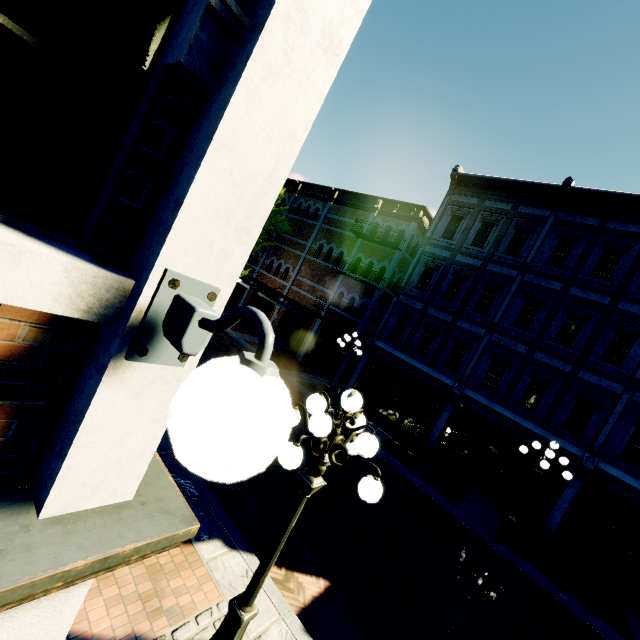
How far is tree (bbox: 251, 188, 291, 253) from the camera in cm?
2102

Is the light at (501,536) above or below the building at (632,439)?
below

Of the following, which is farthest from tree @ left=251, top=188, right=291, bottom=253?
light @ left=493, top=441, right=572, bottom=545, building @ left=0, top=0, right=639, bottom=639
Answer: light @ left=493, top=441, right=572, bottom=545

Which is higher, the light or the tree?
the tree

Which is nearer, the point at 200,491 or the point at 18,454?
the point at 18,454

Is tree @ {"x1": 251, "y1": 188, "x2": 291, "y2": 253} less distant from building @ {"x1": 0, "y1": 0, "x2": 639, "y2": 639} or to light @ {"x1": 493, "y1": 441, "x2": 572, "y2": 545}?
building @ {"x1": 0, "y1": 0, "x2": 639, "y2": 639}

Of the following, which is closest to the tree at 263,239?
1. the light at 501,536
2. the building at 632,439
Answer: the building at 632,439
